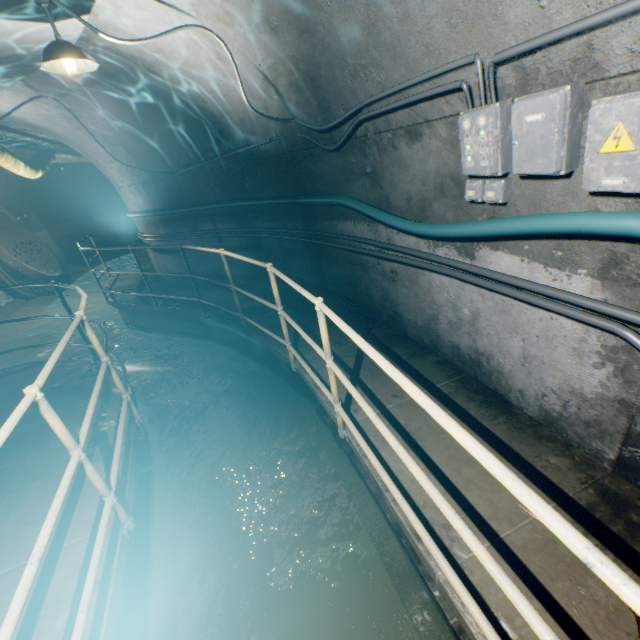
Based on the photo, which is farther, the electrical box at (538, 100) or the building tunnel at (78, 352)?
the building tunnel at (78, 352)

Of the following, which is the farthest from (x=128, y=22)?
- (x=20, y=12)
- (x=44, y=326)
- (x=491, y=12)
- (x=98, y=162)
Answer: (x=44, y=326)

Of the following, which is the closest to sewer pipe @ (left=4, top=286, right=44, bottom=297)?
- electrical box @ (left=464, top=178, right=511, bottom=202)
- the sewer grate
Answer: the sewer grate

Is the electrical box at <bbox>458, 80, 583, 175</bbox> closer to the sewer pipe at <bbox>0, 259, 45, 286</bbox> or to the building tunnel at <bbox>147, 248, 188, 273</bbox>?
the building tunnel at <bbox>147, 248, 188, 273</bbox>

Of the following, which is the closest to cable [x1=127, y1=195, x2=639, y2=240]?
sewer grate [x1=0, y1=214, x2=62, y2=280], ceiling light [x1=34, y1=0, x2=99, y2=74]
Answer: ceiling light [x1=34, y1=0, x2=99, y2=74]

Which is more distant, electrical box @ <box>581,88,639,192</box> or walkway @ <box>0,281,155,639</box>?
walkway @ <box>0,281,155,639</box>

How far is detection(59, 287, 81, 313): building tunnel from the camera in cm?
1047

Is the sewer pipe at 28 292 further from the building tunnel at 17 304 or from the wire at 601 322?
the wire at 601 322
